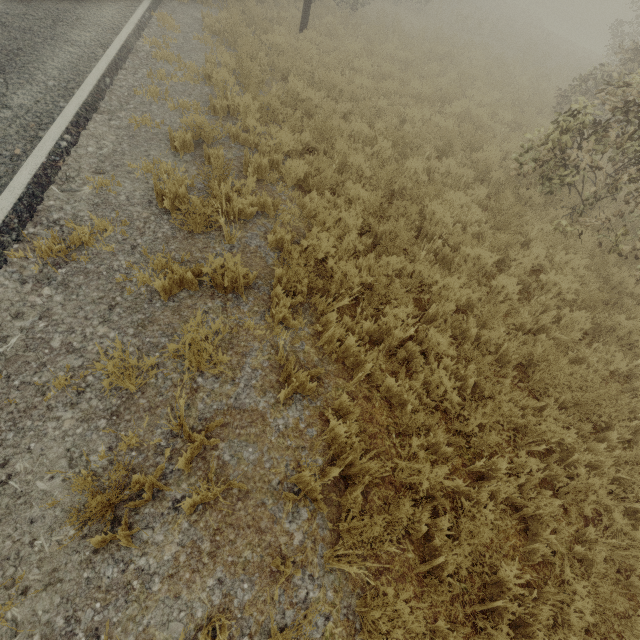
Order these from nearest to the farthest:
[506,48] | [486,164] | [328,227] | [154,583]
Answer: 1. [154,583]
2. [328,227]
3. [486,164]
4. [506,48]
